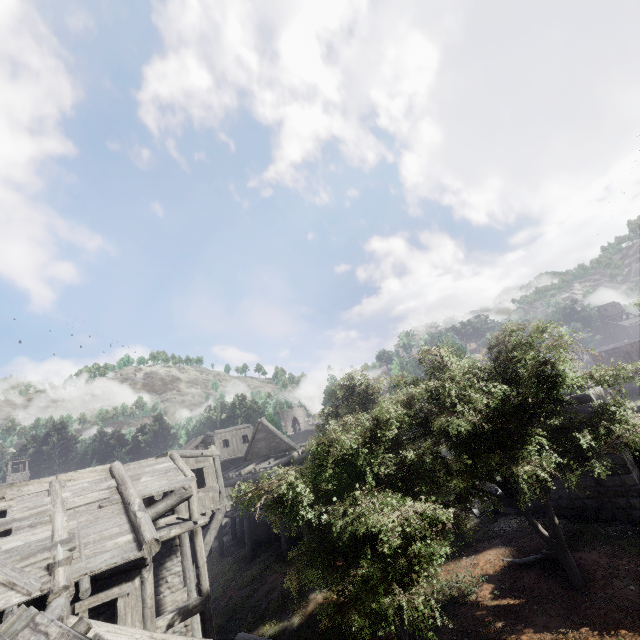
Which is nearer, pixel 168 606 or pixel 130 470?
pixel 168 606

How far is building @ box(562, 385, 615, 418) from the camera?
13.99m

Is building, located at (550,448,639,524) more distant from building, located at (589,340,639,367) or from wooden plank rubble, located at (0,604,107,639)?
building, located at (589,340,639,367)

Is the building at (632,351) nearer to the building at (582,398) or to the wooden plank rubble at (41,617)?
the building at (582,398)

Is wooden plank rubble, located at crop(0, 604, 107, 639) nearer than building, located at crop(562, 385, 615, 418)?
Yes

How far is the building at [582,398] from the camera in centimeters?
1399cm

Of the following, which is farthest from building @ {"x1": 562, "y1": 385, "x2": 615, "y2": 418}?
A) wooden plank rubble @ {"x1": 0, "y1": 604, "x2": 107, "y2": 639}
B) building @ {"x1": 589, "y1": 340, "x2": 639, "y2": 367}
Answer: building @ {"x1": 589, "y1": 340, "x2": 639, "y2": 367}
